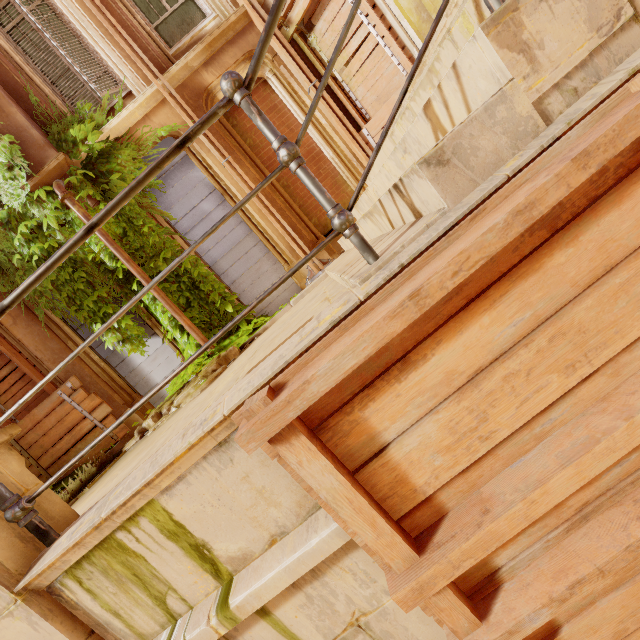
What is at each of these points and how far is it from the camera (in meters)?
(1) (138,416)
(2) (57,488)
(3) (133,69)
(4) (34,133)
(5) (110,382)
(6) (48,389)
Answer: (1) column, 6.68
(2) plant, 6.14
(3) window, 6.04
(4) column, 5.71
(5) column, 6.70
(6) wood, 6.51

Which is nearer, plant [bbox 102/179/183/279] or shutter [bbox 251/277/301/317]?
plant [bbox 102/179/183/279]

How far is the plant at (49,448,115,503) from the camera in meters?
4.9 m

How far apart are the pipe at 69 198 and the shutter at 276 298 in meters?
1.1

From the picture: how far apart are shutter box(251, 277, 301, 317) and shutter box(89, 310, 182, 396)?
1.7 meters

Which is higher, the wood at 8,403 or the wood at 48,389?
the wood at 8,403

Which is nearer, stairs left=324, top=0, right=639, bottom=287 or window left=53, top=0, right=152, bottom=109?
stairs left=324, top=0, right=639, bottom=287

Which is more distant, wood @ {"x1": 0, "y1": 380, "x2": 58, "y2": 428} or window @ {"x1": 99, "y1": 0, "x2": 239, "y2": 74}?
wood @ {"x1": 0, "y1": 380, "x2": 58, "y2": 428}
